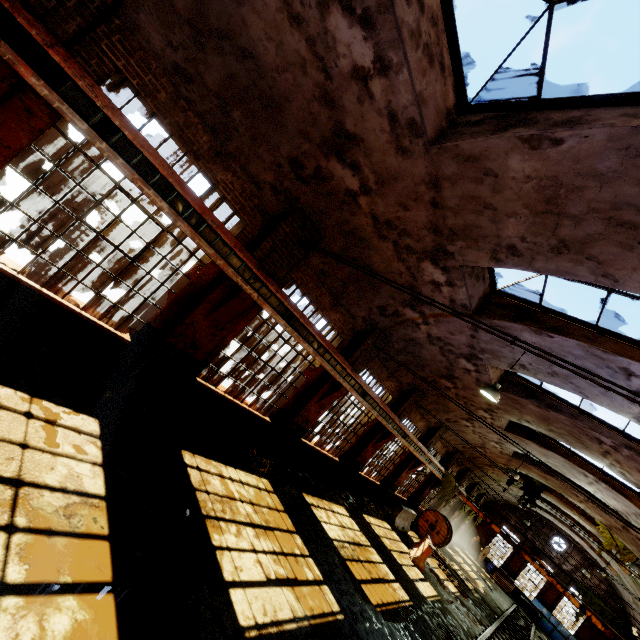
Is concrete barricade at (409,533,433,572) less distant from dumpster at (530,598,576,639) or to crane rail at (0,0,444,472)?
crane rail at (0,0,444,472)

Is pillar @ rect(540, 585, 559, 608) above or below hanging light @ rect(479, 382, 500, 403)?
below

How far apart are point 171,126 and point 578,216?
6.8 meters

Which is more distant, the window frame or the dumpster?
the dumpster

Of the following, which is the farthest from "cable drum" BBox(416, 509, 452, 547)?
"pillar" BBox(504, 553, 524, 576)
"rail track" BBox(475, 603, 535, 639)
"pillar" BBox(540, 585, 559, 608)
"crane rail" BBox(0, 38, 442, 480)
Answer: "pillar" BBox(540, 585, 559, 608)

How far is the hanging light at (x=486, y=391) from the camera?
8.5m

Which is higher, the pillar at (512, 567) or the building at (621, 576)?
the building at (621, 576)

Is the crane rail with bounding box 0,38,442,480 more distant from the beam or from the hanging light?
the hanging light
